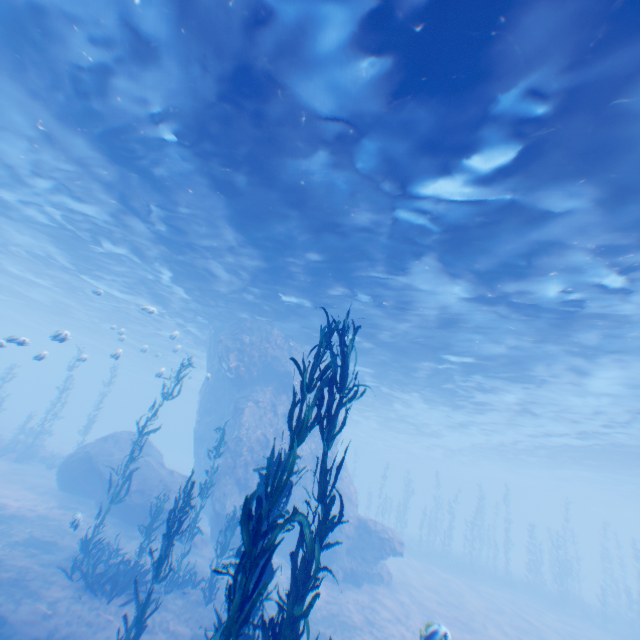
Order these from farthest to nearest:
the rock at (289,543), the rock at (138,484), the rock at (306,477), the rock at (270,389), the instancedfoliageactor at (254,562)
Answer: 1. the rock at (306,477)
2. the rock at (289,543)
3. the rock at (270,389)
4. the rock at (138,484)
5. the instancedfoliageactor at (254,562)

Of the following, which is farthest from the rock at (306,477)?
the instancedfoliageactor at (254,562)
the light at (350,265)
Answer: the instancedfoliageactor at (254,562)

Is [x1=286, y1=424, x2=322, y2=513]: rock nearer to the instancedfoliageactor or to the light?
the light

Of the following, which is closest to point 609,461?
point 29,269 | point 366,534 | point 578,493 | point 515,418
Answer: point 515,418

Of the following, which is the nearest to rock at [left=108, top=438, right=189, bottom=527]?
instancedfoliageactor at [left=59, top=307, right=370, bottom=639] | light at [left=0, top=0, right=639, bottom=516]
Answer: light at [left=0, top=0, right=639, bottom=516]

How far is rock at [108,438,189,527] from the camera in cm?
1566
